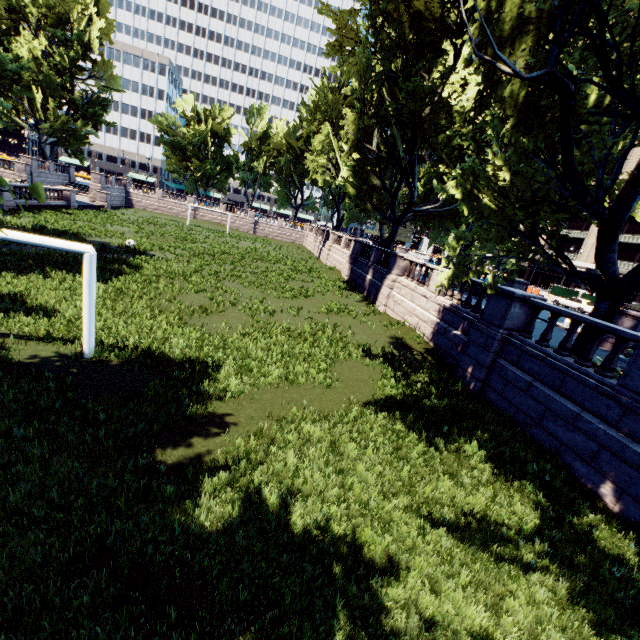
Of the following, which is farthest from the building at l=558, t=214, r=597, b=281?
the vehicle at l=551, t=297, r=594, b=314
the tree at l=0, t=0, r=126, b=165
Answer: the vehicle at l=551, t=297, r=594, b=314

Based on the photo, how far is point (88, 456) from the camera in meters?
5.7 m

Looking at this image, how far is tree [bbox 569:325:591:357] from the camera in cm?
1050

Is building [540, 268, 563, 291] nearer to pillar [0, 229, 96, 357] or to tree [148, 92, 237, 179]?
tree [148, 92, 237, 179]

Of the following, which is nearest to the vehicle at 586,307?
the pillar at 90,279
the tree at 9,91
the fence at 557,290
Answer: the fence at 557,290

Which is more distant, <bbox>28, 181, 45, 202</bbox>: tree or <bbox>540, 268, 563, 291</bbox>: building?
<bbox>540, 268, 563, 291</bbox>: building

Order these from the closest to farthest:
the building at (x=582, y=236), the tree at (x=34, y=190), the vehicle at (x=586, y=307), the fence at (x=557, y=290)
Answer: the tree at (x=34, y=190), the vehicle at (x=586, y=307), the fence at (x=557, y=290), the building at (x=582, y=236)
